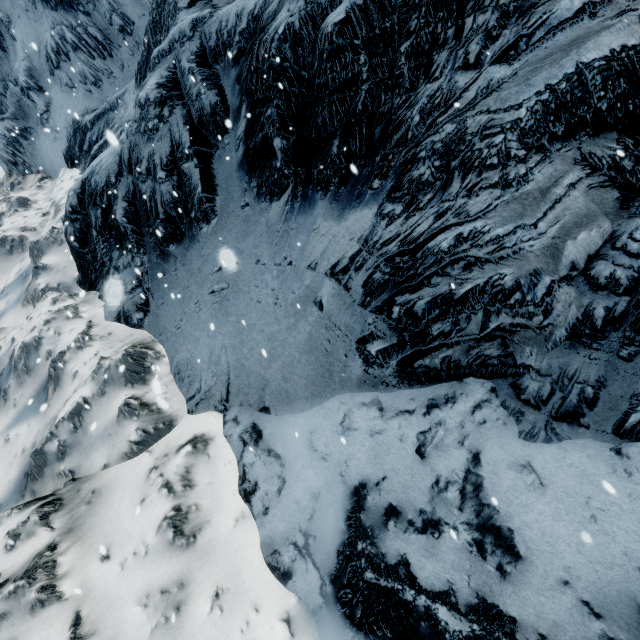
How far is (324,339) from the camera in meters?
4.3
